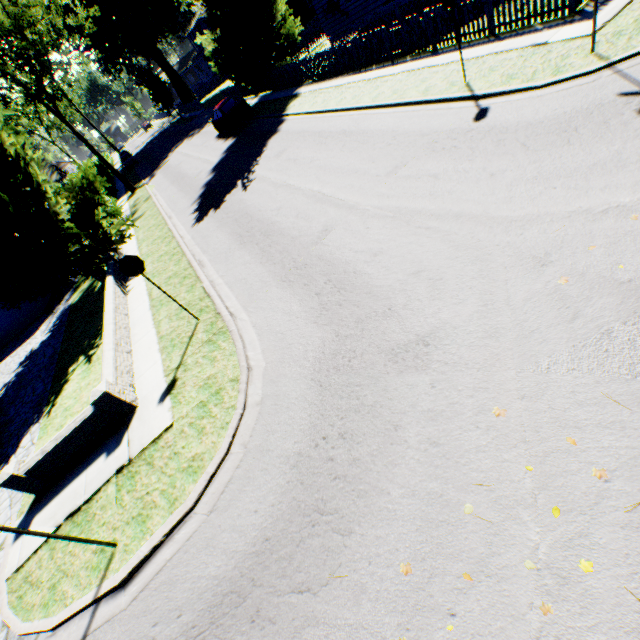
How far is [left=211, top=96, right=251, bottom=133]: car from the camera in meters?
22.1

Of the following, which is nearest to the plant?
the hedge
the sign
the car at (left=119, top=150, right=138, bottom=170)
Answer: the hedge

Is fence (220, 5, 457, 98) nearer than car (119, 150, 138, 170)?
Yes

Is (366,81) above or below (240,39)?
below

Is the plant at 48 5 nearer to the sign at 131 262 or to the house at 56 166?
the house at 56 166

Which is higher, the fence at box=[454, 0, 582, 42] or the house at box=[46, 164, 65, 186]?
the house at box=[46, 164, 65, 186]

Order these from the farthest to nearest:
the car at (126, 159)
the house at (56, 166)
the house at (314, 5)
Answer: the house at (56, 166) → the car at (126, 159) → the house at (314, 5)

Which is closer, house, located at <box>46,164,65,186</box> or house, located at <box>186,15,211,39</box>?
house, located at <box>46,164,65,186</box>
